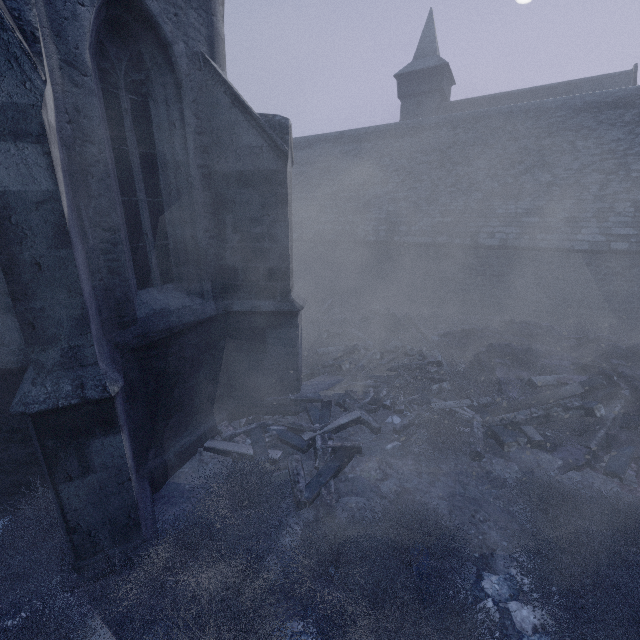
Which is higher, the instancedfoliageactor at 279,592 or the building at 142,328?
the building at 142,328

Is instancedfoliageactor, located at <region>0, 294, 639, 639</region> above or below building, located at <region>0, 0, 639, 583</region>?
below

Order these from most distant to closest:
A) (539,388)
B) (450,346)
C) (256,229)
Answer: (450,346)
(539,388)
(256,229)
